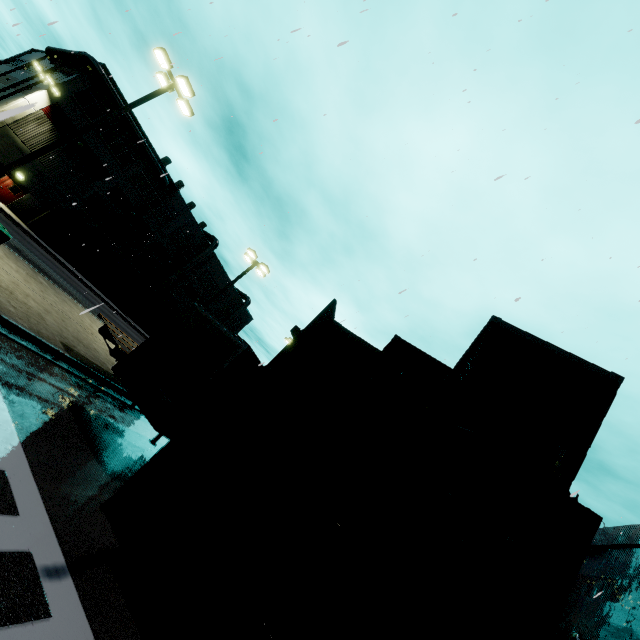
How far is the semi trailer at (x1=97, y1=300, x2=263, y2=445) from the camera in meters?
7.7

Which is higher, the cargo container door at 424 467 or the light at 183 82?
the light at 183 82

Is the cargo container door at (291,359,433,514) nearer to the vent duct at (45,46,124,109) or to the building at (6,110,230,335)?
the building at (6,110,230,335)

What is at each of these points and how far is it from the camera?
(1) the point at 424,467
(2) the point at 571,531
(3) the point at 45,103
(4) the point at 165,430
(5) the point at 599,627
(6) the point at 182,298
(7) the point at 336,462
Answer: (1) cargo container door, 5.54m
(2) cargo container door, 4.61m
(3) building, 28.17m
(4) semi trailer, 7.46m
(5) building, 12.89m
(6) building, 48.53m
(7) cargo container door, 5.25m

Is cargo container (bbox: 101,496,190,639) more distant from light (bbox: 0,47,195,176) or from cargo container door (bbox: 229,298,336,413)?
light (bbox: 0,47,195,176)

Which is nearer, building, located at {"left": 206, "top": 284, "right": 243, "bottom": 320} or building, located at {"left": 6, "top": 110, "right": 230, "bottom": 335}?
building, located at {"left": 6, "top": 110, "right": 230, "bottom": 335}

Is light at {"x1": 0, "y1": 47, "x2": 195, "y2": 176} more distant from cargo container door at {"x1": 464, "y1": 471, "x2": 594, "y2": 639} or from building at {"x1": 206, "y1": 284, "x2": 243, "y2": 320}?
building at {"x1": 206, "y1": 284, "x2": 243, "y2": 320}

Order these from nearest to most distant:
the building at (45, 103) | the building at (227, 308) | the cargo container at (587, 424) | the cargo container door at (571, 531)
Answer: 1. the cargo container door at (571, 531)
2. the cargo container at (587, 424)
3. the building at (45, 103)
4. the building at (227, 308)
